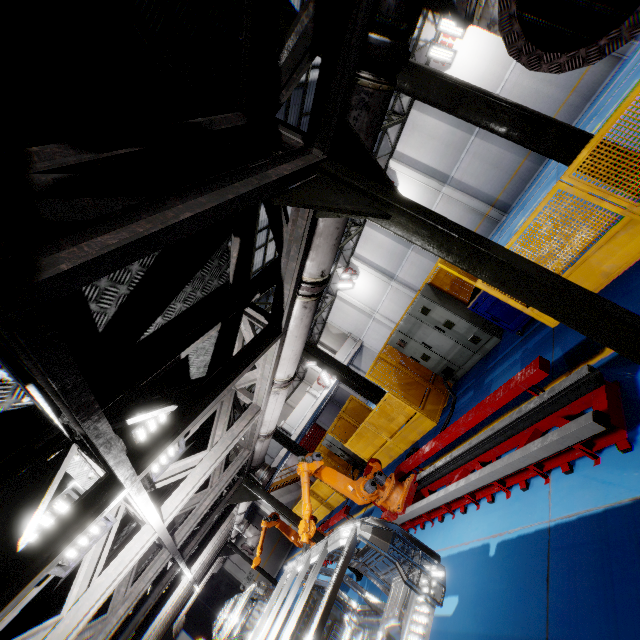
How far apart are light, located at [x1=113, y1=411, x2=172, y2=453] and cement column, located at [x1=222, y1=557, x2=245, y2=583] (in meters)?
22.13

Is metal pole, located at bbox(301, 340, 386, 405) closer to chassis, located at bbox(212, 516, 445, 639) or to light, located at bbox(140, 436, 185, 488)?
chassis, located at bbox(212, 516, 445, 639)

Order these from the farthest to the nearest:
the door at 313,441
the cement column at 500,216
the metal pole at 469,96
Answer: the door at 313,441 → the cement column at 500,216 → the metal pole at 469,96

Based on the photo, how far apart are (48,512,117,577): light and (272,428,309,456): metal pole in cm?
1361

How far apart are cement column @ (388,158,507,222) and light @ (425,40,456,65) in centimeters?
507cm

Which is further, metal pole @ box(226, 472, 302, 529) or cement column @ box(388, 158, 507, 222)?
cement column @ box(388, 158, 507, 222)

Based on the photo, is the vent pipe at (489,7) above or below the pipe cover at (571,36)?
above

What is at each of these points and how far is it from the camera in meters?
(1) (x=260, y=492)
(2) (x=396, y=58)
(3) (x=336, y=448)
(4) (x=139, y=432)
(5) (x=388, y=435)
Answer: (1) metal pole, 7.7 m
(2) vent pipe clamp, 2.0 m
(3) cabinet, 14.8 m
(4) light, 3.1 m
(5) metal panel, 9.9 m
